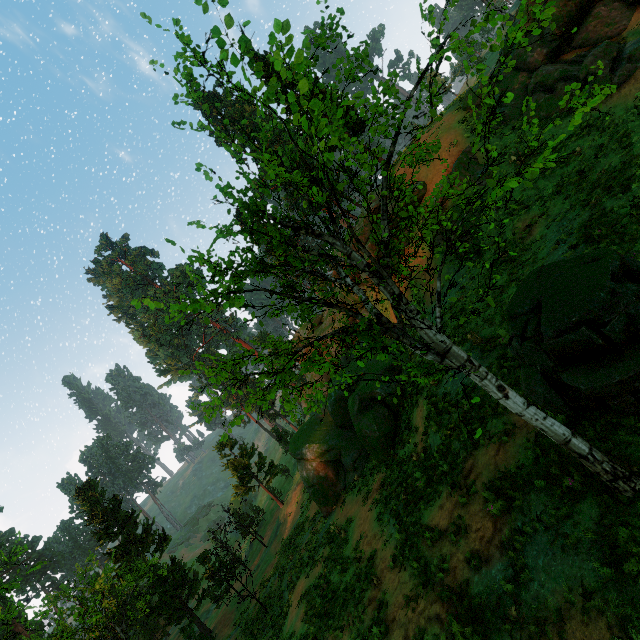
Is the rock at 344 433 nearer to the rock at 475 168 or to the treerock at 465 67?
the rock at 475 168

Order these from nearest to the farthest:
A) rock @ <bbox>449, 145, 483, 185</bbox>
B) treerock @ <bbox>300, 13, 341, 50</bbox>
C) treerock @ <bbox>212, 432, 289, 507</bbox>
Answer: treerock @ <bbox>300, 13, 341, 50</bbox> → rock @ <bbox>449, 145, 483, 185</bbox> → treerock @ <bbox>212, 432, 289, 507</bbox>

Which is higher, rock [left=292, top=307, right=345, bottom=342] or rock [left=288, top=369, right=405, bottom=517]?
rock [left=292, top=307, right=345, bottom=342]

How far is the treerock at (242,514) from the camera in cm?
3938

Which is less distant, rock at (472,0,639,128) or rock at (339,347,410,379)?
rock at (472,0,639,128)

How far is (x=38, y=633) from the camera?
26.5 meters

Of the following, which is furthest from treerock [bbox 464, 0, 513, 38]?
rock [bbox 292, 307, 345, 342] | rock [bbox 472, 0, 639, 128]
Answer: rock [bbox 472, 0, 639, 128]
